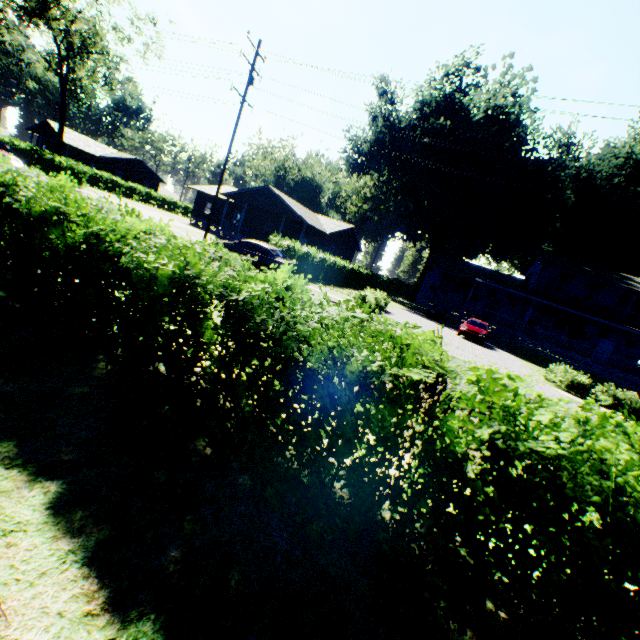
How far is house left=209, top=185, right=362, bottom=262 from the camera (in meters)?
31.88

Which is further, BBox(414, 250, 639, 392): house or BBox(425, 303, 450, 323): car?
BBox(425, 303, 450, 323): car

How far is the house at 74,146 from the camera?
48.2 meters

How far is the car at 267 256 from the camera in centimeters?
1695cm

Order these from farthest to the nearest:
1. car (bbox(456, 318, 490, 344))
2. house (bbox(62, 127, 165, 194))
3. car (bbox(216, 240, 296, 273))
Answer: house (bbox(62, 127, 165, 194)) → car (bbox(456, 318, 490, 344)) → car (bbox(216, 240, 296, 273))

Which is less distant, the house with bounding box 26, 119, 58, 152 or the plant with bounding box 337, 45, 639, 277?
the plant with bounding box 337, 45, 639, 277

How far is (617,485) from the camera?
1.85m

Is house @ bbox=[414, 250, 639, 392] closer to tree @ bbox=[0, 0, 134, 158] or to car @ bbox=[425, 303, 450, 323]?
car @ bbox=[425, 303, 450, 323]
